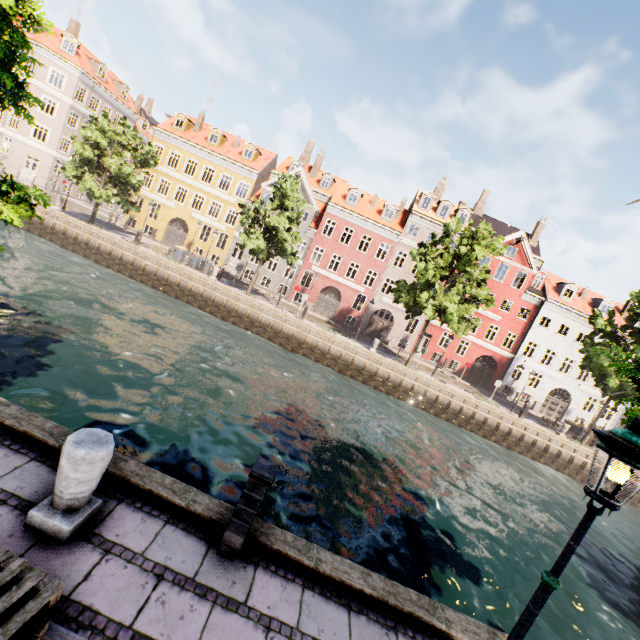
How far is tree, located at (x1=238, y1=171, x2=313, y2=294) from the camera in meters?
23.0

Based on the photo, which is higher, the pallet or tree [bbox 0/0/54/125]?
tree [bbox 0/0/54/125]

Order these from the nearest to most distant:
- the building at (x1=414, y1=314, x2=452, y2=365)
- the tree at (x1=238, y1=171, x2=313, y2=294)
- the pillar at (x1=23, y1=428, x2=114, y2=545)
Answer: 1. the pillar at (x1=23, y1=428, x2=114, y2=545)
2. the tree at (x1=238, y1=171, x2=313, y2=294)
3. the building at (x1=414, y1=314, x2=452, y2=365)

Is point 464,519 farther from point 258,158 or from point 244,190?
point 258,158

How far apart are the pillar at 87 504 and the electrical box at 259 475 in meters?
1.6

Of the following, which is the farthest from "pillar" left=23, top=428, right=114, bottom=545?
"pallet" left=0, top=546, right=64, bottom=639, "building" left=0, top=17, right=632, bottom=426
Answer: "building" left=0, top=17, right=632, bottom=426

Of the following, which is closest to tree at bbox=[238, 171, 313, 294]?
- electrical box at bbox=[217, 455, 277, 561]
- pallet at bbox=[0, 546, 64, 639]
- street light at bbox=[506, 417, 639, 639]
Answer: street light at bbox=[506, 417, 639, 639]

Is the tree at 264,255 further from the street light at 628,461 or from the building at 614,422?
the building at 614,422
